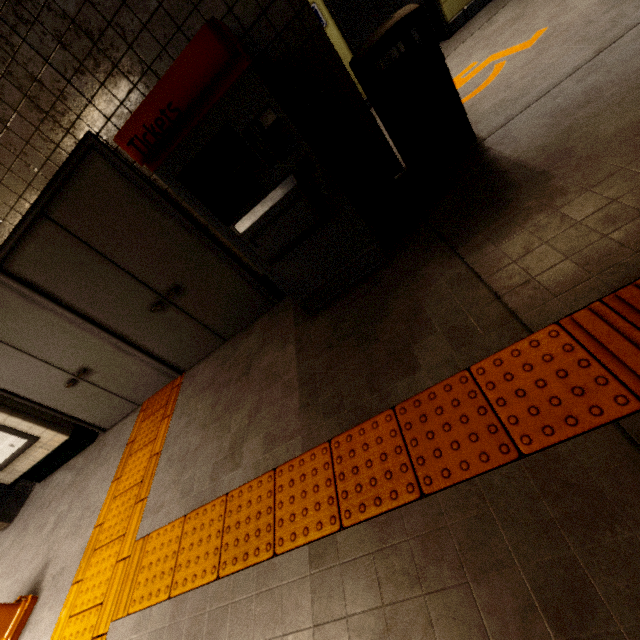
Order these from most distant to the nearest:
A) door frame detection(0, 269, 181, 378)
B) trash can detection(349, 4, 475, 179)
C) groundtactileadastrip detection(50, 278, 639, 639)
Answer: door frame detection(0, 269, 181, 378) < trash can detection(349, 4, 475, 179) < groundtactileadastrip detection(50, 278, 639, 639)

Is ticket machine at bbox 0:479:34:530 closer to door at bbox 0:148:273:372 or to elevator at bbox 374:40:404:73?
door at bbox 0:148:273:372

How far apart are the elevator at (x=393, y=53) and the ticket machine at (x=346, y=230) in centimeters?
439cm

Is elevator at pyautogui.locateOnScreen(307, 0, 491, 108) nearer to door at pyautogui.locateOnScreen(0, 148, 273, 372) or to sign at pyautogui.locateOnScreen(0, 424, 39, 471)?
door at pyautogui.locateOnScreen(0, 148, 273, 372)

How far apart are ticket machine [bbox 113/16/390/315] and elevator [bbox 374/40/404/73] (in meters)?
4.39

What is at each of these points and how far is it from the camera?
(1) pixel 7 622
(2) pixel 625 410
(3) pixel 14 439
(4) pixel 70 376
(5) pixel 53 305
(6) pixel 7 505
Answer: (1) wet floor cone, 2.93m
(2) groundtactileadastrip, 1.19m
(3) sign, 4.29m
(4) door, 3.96m
(5) door frame, 3.29m
(6) ticket machine, 4.97m

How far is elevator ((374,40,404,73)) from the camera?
5.6m

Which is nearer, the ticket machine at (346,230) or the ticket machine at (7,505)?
the ticket machine at (346,230)
